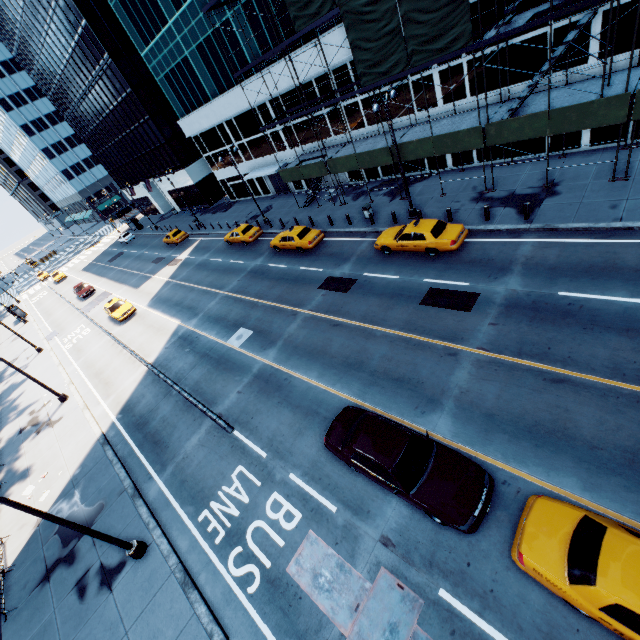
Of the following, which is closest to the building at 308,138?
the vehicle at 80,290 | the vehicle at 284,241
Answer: the vehicle at 284,241

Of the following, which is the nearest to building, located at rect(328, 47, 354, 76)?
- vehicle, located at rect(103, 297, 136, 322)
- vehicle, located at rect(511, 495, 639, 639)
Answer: vehicle, located at rect(103, 297, 136, 322)

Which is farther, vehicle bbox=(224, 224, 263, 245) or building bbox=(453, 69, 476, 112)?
vehicle bbox=(224, 224, 263, 245)

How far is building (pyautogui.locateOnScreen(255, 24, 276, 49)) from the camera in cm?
2502

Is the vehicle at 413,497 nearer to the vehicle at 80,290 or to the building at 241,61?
the building at 241,61

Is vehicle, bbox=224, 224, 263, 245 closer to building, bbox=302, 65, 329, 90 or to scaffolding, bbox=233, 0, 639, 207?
scaffolding, bbox=233, 0, 639, 207

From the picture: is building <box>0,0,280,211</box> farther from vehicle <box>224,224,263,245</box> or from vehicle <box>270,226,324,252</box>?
vehicle <box>270,226,324,252</box>

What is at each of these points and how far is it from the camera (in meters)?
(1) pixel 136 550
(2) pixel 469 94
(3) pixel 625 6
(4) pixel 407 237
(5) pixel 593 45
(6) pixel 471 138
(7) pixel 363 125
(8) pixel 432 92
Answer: (1) light, 11.66
(2) building, 20.33
(3) building, 14.55
(4) vehicle, 18.16
(5) building, 15.91
(6) scaffolding, 18.39
(7) building, 26.05
(8) building, 21.48
